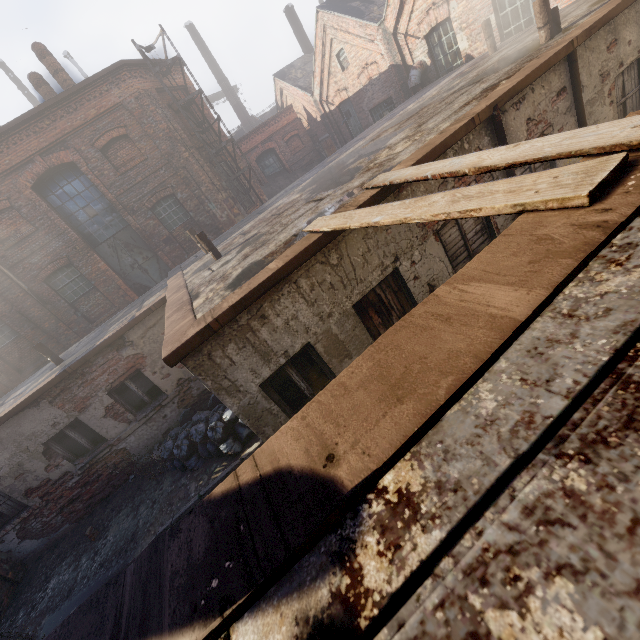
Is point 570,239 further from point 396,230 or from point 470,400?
point 396,230

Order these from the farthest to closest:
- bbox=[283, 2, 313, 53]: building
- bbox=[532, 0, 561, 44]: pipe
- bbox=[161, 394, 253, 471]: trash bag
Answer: bbox=[283, 2, 313, 53]: building, bbox=[161, 394, 253, 471]: trash bag, bbox=[532, 0, 561, 44]: pipe

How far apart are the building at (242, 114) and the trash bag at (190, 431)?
28.9 meters

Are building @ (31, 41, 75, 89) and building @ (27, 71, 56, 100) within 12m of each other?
yes

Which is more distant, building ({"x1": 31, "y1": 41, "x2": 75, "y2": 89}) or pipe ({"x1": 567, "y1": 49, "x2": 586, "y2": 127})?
building ({"x1": 31, "y1": 41, "x2": 75, "y2": 89})

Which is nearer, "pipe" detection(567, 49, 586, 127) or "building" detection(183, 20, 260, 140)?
"pipe" detection(567, 49, 586, 127)

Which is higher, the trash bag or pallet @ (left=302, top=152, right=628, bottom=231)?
pallet @ (left=302, top=152, right=628, bottom=231)

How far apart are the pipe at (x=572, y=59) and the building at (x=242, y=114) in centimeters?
3051cm
